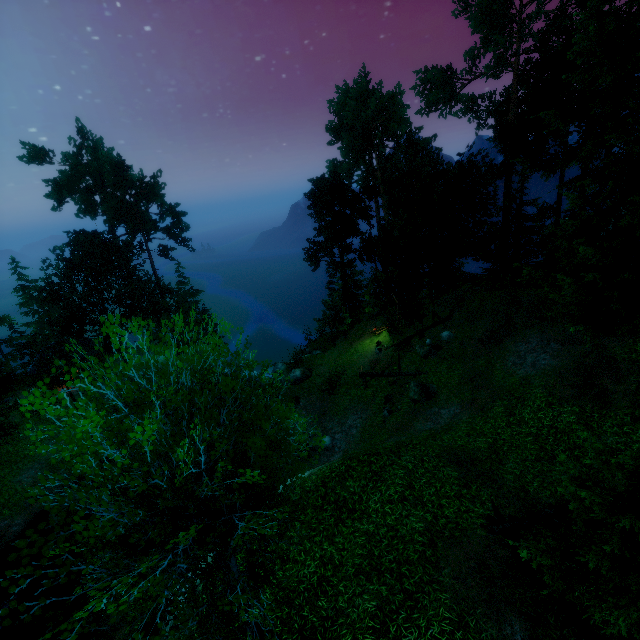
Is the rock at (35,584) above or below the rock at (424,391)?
below

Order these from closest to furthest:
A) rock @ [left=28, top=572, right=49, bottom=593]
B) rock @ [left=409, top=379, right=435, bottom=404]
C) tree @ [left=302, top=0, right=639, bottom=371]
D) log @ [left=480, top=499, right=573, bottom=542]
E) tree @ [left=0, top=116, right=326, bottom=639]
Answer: tree @ [left=0, top=116, right=326, bottom=639]
log @ [left=480, top=499, right=573, bottom=542]
tree @ [left=302, top=0, right=639, bottom=371]
rock @ [left=28, top=572, right=49, bottom=593]
rock @ [left=409, top=379, right=435, bottom=404]

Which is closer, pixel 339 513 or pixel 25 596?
pixel 339 513

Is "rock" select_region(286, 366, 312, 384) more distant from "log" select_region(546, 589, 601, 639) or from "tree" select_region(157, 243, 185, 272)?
"log" select_region(546, 589, 601, 639)

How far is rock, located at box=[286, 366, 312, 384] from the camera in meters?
28.4

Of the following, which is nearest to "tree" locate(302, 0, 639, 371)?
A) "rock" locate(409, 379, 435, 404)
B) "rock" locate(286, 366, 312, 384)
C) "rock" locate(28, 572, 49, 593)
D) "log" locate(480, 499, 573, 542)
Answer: "log" locate(480, 499, 573, 542)

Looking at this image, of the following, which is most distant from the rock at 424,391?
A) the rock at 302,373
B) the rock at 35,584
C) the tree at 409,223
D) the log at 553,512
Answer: the rock at 35,584
